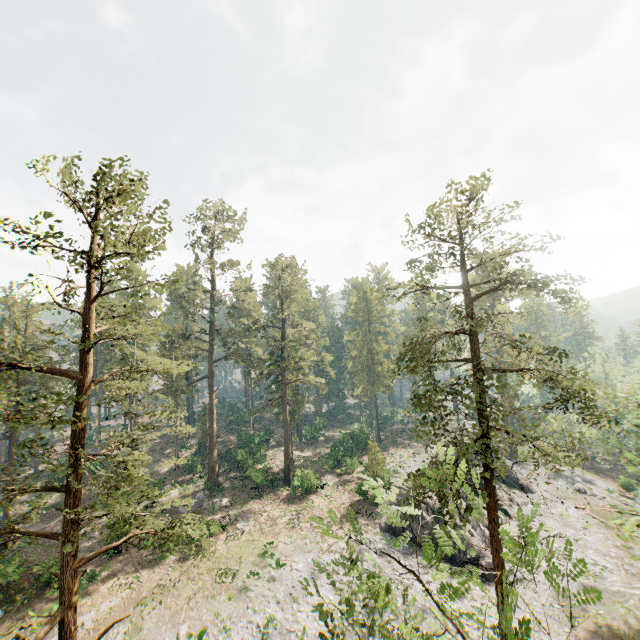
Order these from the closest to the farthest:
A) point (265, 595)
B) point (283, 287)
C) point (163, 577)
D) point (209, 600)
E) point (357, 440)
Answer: point (209, 600) → point (265, 595) → point (163, 577) → point (283, 287) → point (357, 440)

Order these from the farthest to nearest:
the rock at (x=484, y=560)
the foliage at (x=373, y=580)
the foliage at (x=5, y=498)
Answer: the rock at (x=484, y=560) → the foliage at (x=5, y=498) → the foliage at (x=373, y=580)

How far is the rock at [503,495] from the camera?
36.0m

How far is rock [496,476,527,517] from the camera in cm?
3597

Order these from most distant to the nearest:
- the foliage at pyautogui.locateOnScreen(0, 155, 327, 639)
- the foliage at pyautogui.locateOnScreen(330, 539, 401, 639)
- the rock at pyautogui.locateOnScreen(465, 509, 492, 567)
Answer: the rock at pyautogui.locateOnScreen(465, 509, 492, 567), the foliage at pyautogui.locateOnScreen(0, 155, 327, 639), the foliage at pyautogui.locateOnScreen(330, 539, 401, 639)

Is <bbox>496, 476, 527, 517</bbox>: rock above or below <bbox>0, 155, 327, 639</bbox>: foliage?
below

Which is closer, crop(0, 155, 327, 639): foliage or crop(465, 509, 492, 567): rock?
crop(0, 155, 327, 639): foliage
